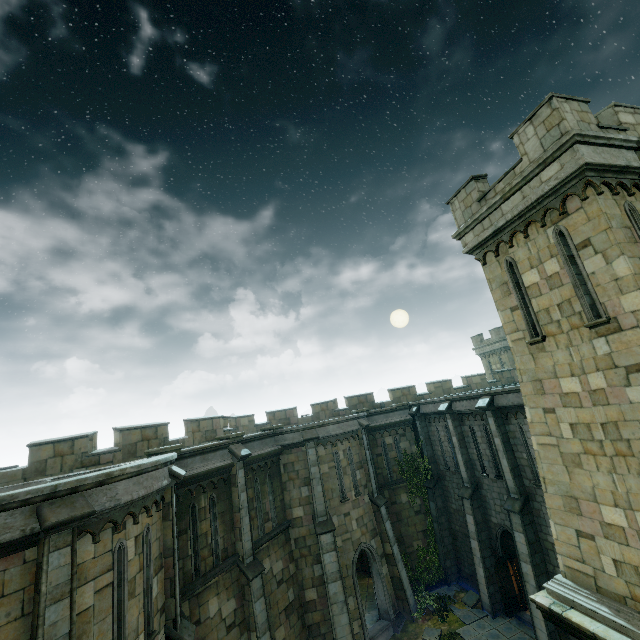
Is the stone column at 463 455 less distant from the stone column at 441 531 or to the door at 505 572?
the door at 505 572

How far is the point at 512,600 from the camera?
15.19m

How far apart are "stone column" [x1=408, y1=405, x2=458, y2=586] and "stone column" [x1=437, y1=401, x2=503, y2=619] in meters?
2.5

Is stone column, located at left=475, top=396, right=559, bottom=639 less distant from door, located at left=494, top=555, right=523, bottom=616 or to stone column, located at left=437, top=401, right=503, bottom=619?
door, located at left=494, top=555, right=523, bottom=616

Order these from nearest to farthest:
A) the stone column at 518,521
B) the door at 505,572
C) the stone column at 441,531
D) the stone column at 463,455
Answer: the stone column at 518,521 → the door at 505,572 → the stone column at 463,455 → the stone column at 441,531

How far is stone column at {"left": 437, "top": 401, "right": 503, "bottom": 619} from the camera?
15.8m

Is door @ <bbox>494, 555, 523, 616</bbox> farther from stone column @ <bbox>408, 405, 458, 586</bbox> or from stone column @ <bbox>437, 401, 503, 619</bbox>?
stone column @ <bbox>408, 405, 458, 586</bbox>

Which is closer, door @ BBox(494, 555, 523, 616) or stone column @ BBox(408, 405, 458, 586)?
door @ BBox(494, 555, 523, 616)
